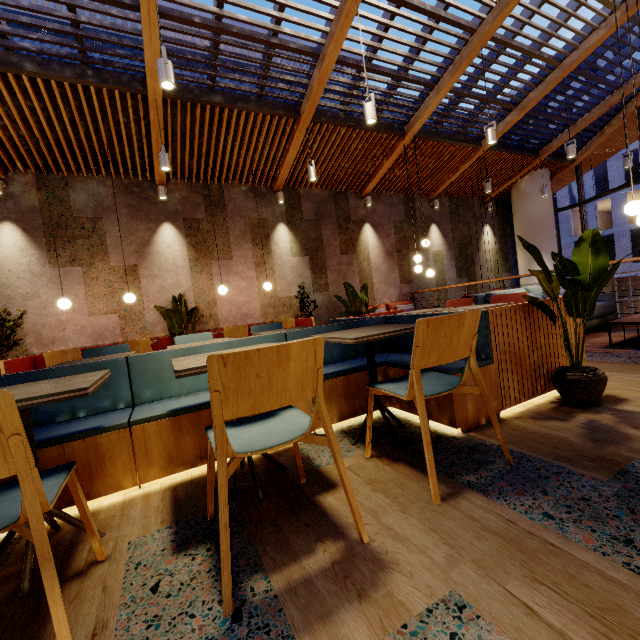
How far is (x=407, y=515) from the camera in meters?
1.4 m

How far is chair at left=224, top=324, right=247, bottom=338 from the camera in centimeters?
597cm

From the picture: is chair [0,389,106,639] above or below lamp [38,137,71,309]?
below

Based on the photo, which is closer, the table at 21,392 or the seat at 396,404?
the table at 21,392

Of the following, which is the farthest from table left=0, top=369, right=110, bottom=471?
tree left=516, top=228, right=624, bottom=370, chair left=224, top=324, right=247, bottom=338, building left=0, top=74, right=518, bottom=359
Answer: chair left=224, top=324, right=247, bottom=338

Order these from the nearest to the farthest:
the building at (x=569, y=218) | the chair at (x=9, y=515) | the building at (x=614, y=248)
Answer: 1. the chair at (x=9, y=515)
2. the building at (x=614, y=248)
3. the building at (x=569, y=218)

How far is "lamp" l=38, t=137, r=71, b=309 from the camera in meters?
5.4

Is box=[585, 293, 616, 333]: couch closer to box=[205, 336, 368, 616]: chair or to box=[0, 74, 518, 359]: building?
box=[0, 74, 518, 359]: building
